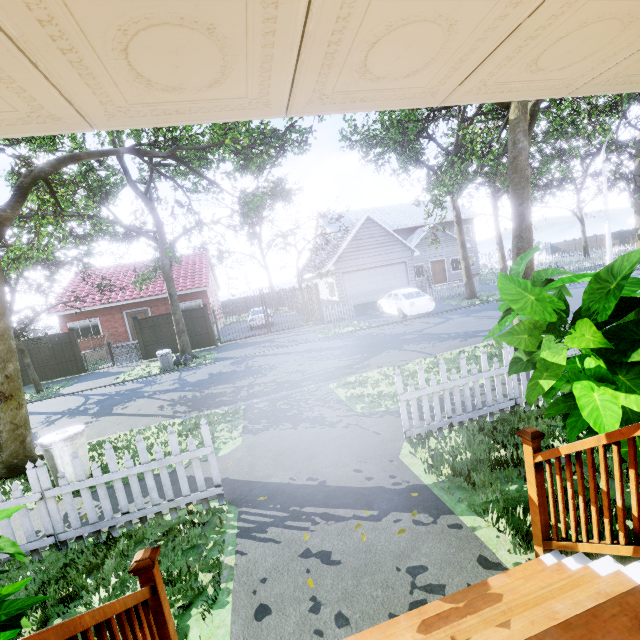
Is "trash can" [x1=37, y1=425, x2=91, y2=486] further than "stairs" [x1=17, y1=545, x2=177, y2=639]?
Yes

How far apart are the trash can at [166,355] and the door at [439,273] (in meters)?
22.98

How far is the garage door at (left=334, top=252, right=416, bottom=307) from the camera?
22.45m

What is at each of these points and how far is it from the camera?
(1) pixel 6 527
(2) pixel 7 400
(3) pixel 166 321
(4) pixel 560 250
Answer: (1) fence, 3.80m
(2) tree, 6.33m
(3) fence, 18.33m
(4) fence, 47.91m

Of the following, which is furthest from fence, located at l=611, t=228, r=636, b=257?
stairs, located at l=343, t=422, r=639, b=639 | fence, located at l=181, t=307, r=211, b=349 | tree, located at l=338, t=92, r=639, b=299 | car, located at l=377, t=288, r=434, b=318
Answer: car, located at l=377, t=288, r=434, b=318

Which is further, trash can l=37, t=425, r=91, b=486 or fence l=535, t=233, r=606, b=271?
fence l=535, t=233, r=606, b=271

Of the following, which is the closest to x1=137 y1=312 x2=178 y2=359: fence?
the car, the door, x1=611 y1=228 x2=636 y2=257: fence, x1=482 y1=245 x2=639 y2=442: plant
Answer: x1=611 y1=228 x2=636 y2=257: fence

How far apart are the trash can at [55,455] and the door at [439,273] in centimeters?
2825cm
